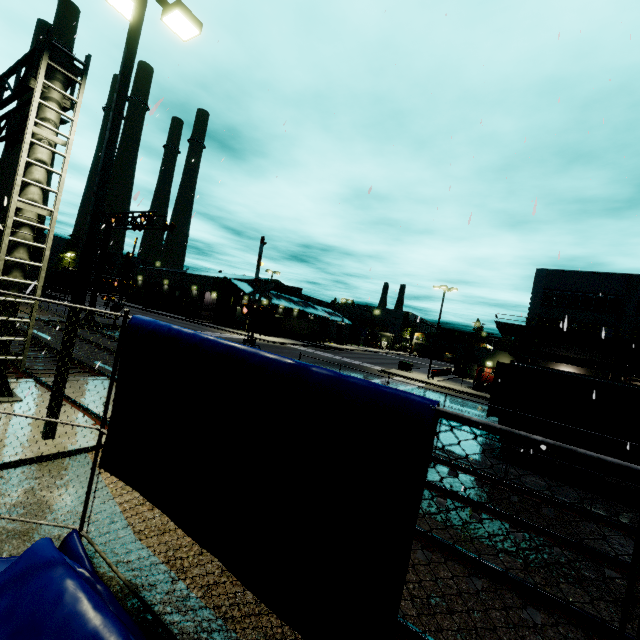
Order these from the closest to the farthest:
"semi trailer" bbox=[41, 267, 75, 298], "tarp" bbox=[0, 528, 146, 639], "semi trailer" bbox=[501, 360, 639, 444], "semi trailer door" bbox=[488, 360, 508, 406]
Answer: "tarp" bbox=[0, 528, 146, 639], "semi trailer" bbox=[501, 360, 639, 444], "semi trailer door" bbox=[488, 360, 508, 406], "semi trailer" bbox=[41, 267, 75, 298]

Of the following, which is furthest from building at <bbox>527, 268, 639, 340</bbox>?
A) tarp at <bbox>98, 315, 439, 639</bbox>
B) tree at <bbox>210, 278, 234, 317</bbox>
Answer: tarp at <bbox>98, 315, 439, 639</bbox>

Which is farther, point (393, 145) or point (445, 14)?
point (393, 145)

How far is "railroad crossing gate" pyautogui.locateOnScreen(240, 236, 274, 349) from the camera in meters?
16.4 m

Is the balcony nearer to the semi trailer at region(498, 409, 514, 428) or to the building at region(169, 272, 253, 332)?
the building at region(169, 272, 253, 332)

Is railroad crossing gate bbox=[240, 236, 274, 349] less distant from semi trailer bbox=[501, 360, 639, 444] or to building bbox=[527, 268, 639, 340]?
building bbox=[527, 268, 639, 340]

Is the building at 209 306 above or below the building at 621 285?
below

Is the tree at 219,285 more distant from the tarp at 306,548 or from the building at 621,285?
the tarp at 306,548
